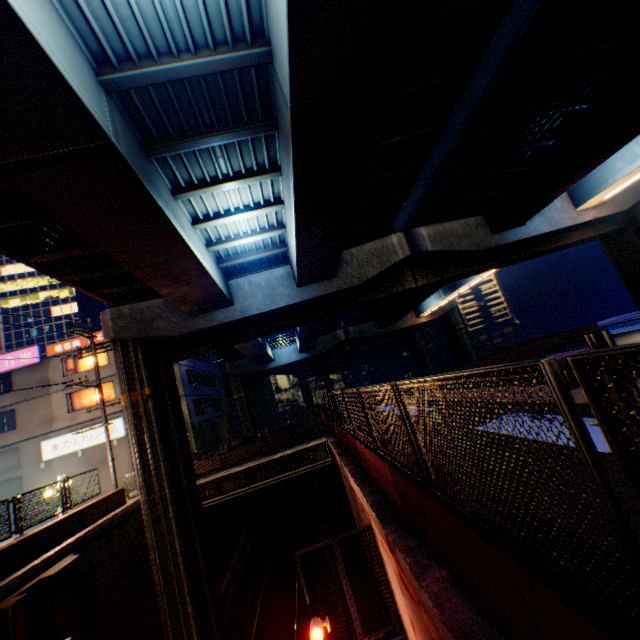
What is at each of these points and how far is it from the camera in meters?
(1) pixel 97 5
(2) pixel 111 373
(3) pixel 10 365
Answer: (1) overpass support, 5.2
(2) building, 26.5
(3) sign, 25.9

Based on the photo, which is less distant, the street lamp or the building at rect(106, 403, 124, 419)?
the street lamp

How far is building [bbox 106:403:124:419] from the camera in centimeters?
2570cm

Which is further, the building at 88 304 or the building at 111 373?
the building at 88 304

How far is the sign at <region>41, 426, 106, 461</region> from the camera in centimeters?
2462cm

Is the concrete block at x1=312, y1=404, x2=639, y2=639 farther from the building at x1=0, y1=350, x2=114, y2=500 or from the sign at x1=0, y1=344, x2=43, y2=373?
the sign at x1=0, y1=344, x2=43, y2=373

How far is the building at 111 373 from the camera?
26.0 meters
